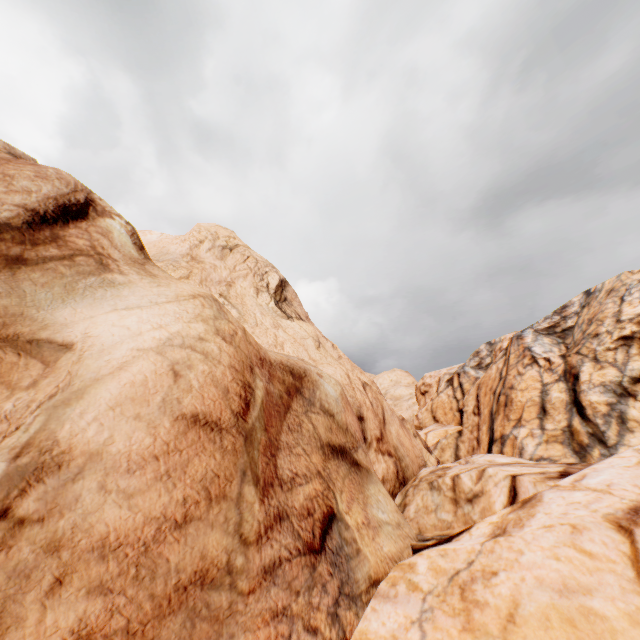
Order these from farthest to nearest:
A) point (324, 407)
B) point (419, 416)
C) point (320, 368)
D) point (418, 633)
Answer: point (419, 416) < point (320, 368) < point (324, 407) < point (418, 633)
